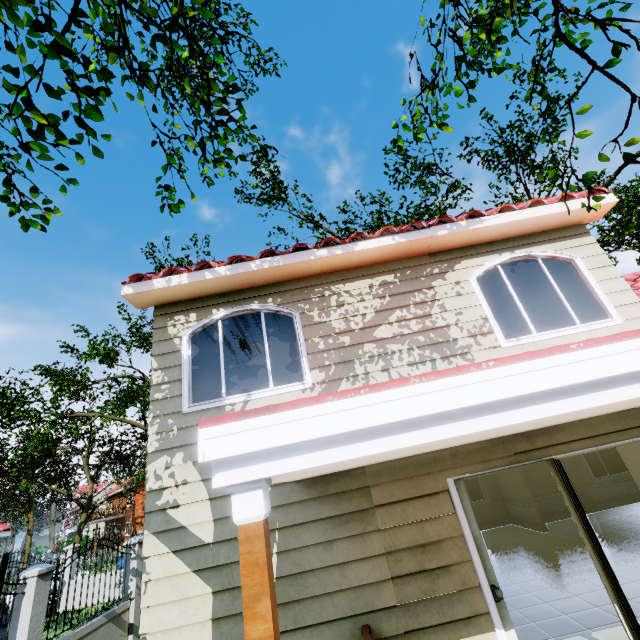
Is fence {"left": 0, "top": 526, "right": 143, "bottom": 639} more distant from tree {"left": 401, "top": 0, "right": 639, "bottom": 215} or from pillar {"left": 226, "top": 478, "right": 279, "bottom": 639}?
pillar {"left": 226, "top": 478, "right": 279, "bottom": 639}

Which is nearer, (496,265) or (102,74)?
(102,74)

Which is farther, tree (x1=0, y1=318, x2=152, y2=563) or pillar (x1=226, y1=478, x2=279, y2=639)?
tree (x1=0, y1=318, x2=152, y2=563)

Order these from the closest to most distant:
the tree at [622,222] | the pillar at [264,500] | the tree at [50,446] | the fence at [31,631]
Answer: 1. the pillar at [264,500]
2. the fence at [31,631]
3. the tree at [622,222]
4. the tree at [50,446]

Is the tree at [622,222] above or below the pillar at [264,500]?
above

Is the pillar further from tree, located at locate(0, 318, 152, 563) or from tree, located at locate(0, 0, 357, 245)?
tree, located at locate(0, 318, 152, 563)

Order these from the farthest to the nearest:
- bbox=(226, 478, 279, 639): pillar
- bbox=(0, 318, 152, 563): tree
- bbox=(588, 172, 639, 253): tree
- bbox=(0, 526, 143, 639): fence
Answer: bbox=(0, 318, 152, 563): tree → bbox=(588, 172, 639, 253): tree → bbox=(0, 526, 143, 639): fence → bbox=(226, 478, 279, 639): pillar

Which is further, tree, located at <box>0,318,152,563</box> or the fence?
tree, located at <box>0,318,152,563</box>
